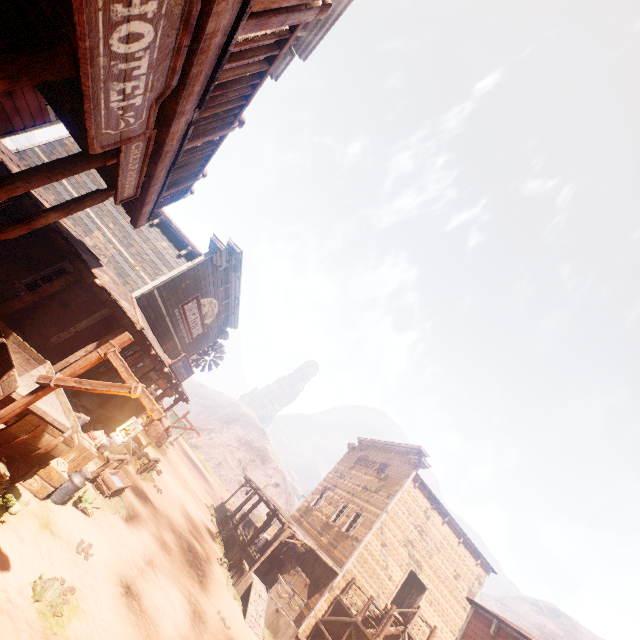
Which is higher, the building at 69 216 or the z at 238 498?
the building at 69 216

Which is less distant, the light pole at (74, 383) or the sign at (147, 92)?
the sign at (147, 92)

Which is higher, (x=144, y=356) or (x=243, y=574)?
(x=144, y=356)

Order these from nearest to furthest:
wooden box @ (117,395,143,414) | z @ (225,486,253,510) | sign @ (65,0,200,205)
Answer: sign @ (65,0,200,205)
wooden box @ (117,395,143,414)
z @ (225,486,253,510)

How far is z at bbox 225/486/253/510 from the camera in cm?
4284

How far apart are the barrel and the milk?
1.73m

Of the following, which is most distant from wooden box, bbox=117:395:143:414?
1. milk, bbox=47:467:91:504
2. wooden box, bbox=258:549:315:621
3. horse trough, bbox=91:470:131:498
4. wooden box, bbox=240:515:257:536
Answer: wooden box, bbox=240:515:257:536

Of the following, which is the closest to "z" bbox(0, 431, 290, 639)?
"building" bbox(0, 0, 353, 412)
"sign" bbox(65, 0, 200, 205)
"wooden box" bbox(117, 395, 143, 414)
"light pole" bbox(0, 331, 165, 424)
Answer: "building" bbox(0, 0, 353, 412)
